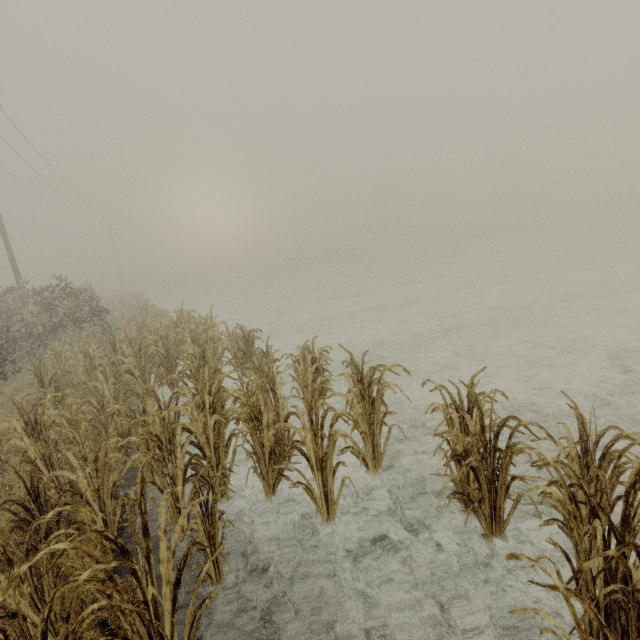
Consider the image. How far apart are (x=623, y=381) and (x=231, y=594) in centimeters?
733cm
